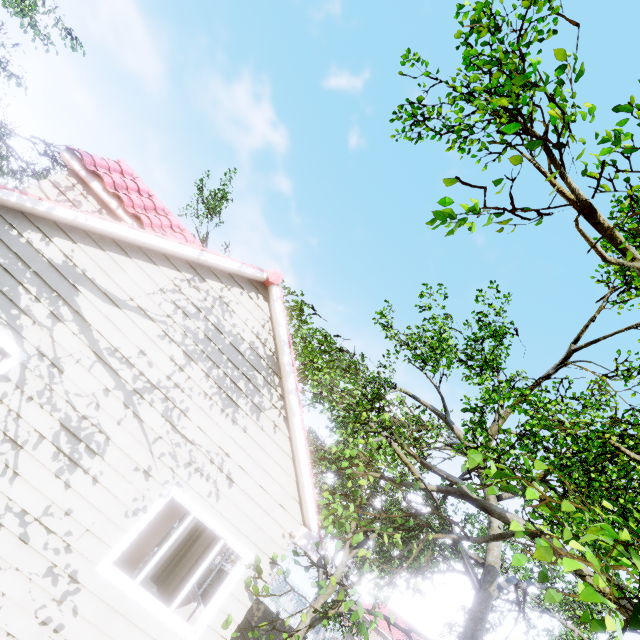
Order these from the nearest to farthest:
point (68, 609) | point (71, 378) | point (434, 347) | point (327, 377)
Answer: point (68, 609)
point (71, 378)
point (327, 377)
point (434, 347)

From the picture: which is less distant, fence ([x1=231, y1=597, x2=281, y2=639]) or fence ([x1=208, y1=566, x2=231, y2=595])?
fence ([x1=231, y1=597, x2=281, y2=639])

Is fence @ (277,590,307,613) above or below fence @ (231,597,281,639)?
below

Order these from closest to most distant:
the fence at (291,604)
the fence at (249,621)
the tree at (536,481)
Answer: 1. the tree at (536,481)
2. the fence at (249,621)
3. the fence at (291,604)

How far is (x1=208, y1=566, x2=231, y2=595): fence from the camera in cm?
1961

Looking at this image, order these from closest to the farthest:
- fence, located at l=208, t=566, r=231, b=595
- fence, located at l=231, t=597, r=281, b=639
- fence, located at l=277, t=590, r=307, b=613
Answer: fence, located at l=231, t=597, r=281, b=639
fence, located at l=208, t=566, r=231, b=595
fence, located at l=277, t=590, r=307, b=613

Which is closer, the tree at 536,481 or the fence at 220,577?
the tree at 536,481
